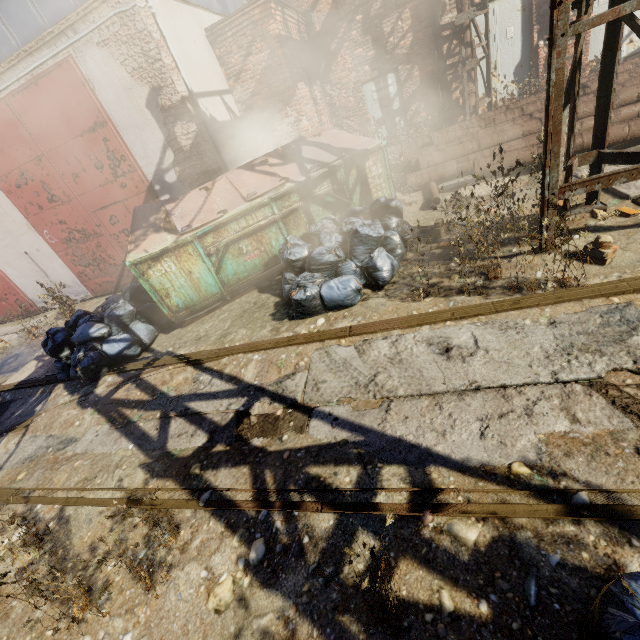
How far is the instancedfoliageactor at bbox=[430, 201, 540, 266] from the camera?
3.09m

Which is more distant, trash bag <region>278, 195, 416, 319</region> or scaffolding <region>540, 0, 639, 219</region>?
trash bag <region>278, 195, 416, 319</region>

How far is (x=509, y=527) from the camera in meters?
1.8 m

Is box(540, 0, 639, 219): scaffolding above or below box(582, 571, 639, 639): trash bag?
above

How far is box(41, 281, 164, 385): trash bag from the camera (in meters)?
4.80

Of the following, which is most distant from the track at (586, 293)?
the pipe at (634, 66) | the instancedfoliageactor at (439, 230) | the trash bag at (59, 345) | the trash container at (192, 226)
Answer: the pipe at (634, 66)

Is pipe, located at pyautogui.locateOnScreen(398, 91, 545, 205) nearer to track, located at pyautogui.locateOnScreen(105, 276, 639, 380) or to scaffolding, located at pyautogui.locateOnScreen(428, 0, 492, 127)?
scaffolding, located at pyautogui.locateOnScreen(428, 0, 492, 127)

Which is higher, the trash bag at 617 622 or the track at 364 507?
the trash bag at 617 622
